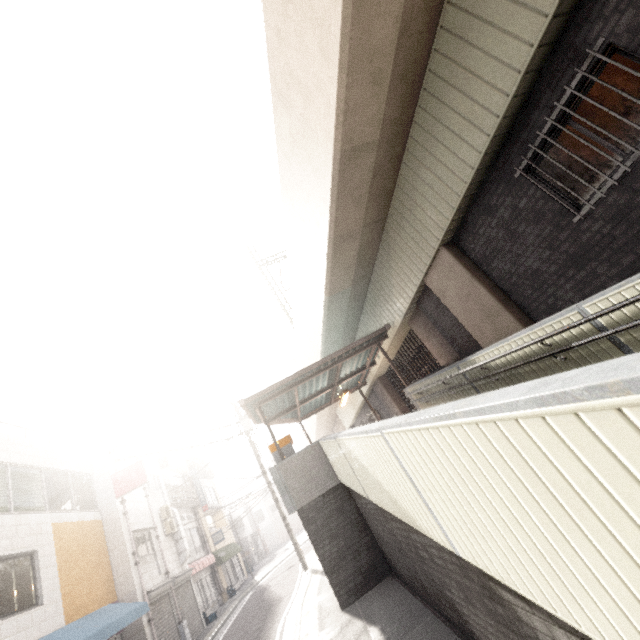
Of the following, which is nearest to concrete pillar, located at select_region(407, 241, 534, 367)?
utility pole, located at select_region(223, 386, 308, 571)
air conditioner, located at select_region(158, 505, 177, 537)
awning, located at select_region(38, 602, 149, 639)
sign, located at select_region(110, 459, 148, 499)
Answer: utility pole, located at select_region(223, 386, 308, 571)

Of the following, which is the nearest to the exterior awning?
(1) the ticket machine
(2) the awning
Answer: (1) the ticket machine

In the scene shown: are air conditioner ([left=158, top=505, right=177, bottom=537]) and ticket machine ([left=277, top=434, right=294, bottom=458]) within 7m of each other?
no

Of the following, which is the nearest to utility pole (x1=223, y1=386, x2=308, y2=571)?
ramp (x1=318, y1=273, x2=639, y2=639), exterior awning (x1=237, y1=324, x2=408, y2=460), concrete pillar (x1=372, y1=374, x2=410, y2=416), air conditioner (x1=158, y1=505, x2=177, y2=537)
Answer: exterior awning (x1=237, y1=324, x2=408, y2=460)

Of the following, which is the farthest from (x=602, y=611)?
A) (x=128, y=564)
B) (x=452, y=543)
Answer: (x=128, y=564)

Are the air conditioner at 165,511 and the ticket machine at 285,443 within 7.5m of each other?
no

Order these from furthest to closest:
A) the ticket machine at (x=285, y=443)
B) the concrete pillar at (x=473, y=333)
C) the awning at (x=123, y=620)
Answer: the ticket machine at (x=285, y=443), the awning at (x=123, y=620), the concrete pillar at (x=473, y=333)

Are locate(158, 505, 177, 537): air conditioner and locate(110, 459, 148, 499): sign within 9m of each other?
yes
